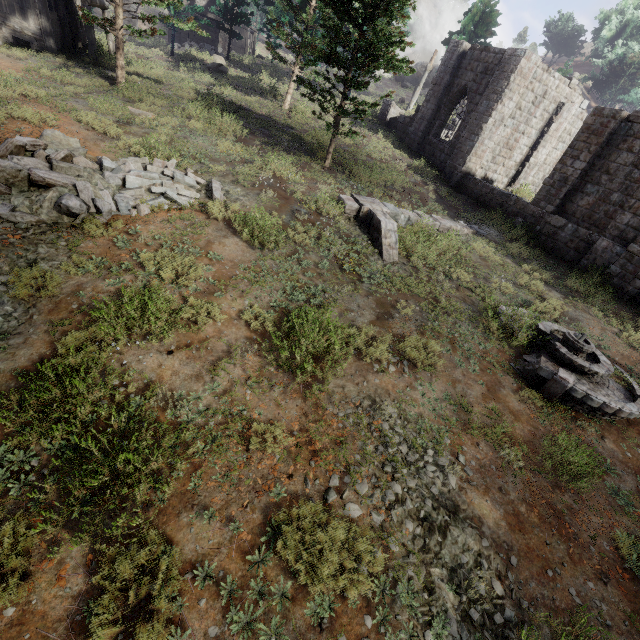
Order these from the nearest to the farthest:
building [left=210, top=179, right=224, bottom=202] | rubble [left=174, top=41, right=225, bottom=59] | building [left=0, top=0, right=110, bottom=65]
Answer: building [left=210, top=179, right=224, bottom=202]
building [left=0, top=0, right=110, bottom=65]
rubble [left=174, top=41, right=225, bottom=59]

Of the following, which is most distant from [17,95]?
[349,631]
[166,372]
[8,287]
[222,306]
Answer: [349,631]

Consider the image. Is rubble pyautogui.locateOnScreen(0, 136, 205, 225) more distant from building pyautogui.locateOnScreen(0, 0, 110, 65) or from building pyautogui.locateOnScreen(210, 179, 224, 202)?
building pyautogui.locateOnScreen(0, 0, 110, 65)

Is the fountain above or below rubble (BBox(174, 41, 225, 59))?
below

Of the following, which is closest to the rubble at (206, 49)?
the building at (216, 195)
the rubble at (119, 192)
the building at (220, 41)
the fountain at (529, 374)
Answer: the building at (220, 41)

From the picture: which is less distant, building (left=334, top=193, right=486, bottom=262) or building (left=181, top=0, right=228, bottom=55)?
building (left=334, top=193, right=486, bottom=262)

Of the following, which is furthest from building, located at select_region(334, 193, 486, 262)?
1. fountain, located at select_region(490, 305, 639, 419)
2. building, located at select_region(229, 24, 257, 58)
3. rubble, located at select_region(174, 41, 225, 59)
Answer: building, located at select_region(229, 24, 257, 58)

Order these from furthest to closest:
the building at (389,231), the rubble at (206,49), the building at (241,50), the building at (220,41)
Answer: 1. the building at (241,50)
2. the building at (220,41)
3. the rubble at (206,49)
4. the building at (389,231)
